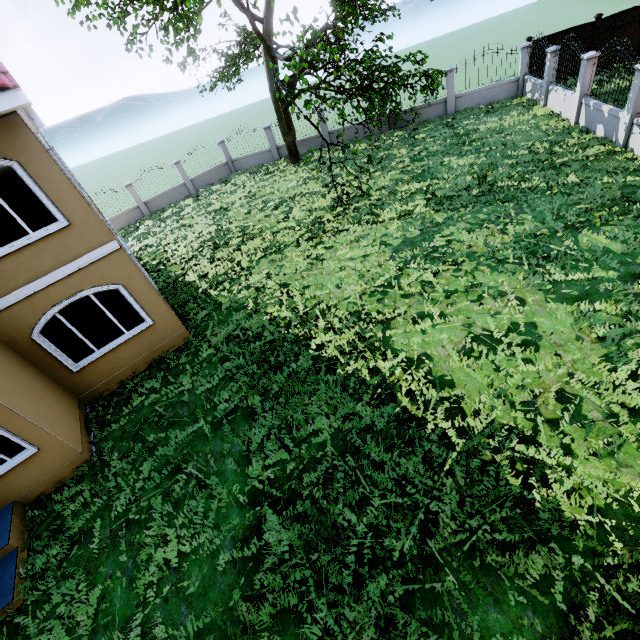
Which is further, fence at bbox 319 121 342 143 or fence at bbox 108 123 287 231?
fence at bbox 108 123 287 231

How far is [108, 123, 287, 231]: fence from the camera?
21.2 meters

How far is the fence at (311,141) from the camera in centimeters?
2136cm

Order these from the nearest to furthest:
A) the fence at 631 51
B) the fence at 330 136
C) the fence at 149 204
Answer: the fence at 631 51
the fence at 330 136
the fence at 149 204

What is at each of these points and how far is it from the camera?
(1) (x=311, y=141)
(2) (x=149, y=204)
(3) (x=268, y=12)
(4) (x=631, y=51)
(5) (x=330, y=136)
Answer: (1) fence, 21.6 meters
(2) fence, 21.8 meters
(3) tree, 16.1 meters
(4) fence, 16.2 meters
(5) fence, 21.1 meters

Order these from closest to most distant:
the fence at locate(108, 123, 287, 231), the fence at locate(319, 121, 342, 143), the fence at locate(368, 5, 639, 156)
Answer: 1. the fence at locate(368, 5, 639, 156)
2. the fence at locate(319, 121, 342, 143)
3. the fence at locate(108, 123, 287, 231)
